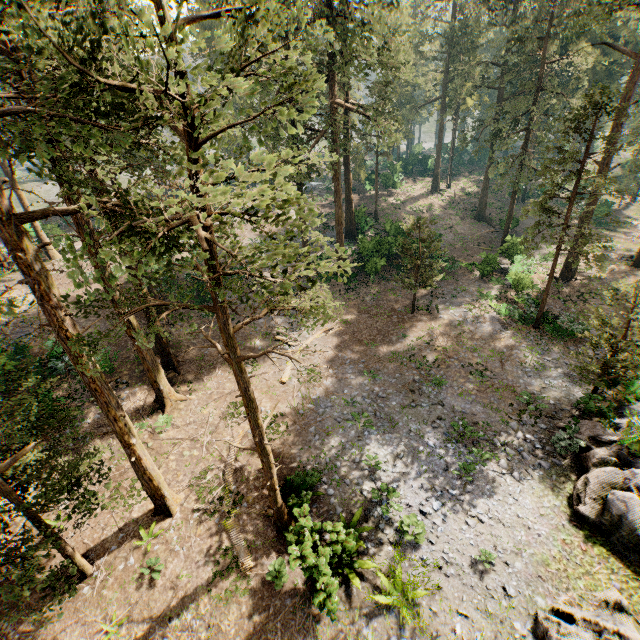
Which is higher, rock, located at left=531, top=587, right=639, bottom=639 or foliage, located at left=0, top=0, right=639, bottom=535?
foliage, located at left=0, top=0, right=639, bottom=535

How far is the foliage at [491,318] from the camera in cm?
2292

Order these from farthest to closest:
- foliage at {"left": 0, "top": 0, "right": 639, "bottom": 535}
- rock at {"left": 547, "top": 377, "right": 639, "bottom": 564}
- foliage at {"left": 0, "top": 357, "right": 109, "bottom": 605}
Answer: rock at {"left": 547, "top": 377, "right": 639, "bottom": 564}, foliage at {"left": 0, "top": 357, "right": 109, "bottom": 605}, foliage at {"left": 0, "top": 0, "right": 639, "bottom": 535}

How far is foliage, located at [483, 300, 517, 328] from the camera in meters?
22.9

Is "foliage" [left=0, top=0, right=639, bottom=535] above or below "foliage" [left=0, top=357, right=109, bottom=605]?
above

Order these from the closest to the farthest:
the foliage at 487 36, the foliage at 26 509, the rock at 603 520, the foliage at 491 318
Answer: the foliage at 487 36 < the foliage at 26 509 < the rock at 603 520 < the foliage at 491 318

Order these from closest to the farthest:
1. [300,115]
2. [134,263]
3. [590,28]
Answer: [134,263] < [300,115] < [590,28]

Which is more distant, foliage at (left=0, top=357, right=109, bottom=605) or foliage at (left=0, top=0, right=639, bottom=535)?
foliage at (left=0, top=357, right=109, bottom=605)
